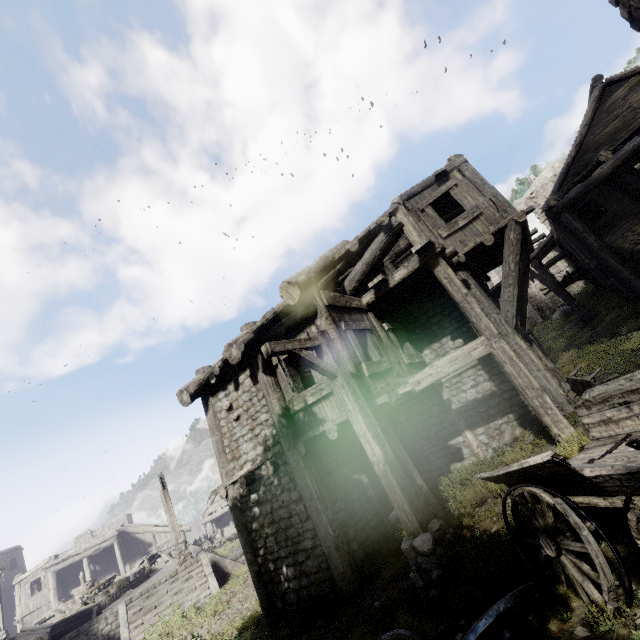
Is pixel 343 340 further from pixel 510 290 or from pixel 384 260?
pixel 384 260

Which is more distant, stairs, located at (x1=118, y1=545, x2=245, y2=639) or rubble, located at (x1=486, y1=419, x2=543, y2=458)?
stairs, located at (x1=118, y1=545, x2=245, y2=639)

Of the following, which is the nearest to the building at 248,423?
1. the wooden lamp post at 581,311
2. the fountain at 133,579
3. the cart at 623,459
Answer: the wooden lamp post at 581,311

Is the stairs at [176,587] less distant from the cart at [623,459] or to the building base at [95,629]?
the building base at [95,629]

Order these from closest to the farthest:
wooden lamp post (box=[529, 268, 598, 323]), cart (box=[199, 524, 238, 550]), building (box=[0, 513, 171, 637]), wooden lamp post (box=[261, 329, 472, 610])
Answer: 1. wooden lamp post (box=[261, 329, 472, 610])
2. wooden lamp post (box=[529, 268, 598, 323])
3. building (box=[0, 513, 171, 637])
4. cart (box=[199, 524, 238, 550])

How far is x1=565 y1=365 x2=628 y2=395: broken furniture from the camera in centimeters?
826cm

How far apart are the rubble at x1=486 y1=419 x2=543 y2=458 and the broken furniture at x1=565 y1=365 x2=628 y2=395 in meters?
1.2 m

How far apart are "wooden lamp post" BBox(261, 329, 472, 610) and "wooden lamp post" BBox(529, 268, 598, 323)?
19.07m
